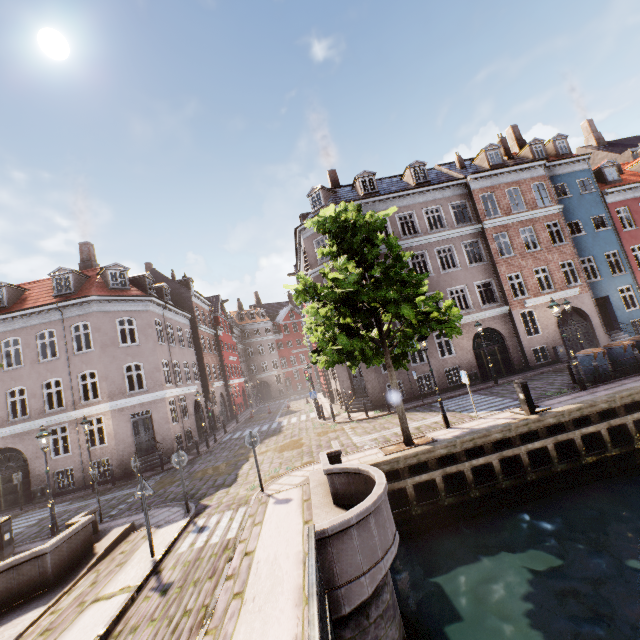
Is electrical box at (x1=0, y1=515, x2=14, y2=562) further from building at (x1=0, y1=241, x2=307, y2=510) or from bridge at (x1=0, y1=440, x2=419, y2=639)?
building at (x1=0, y1=241, x2=307, y2=510)

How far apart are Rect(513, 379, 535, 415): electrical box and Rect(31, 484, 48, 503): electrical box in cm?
2408

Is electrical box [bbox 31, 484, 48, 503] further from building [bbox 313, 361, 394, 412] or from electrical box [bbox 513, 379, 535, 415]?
electrical box [bbox 513, 379, 535, 415]

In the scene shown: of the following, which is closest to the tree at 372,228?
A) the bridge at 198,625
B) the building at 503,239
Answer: the bridge at 198,625

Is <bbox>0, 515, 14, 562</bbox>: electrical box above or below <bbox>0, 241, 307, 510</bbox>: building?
below

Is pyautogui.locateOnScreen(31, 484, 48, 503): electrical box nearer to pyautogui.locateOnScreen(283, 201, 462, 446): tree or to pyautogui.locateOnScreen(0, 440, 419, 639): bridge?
pyautogui.locateOnScreen(283, 201, 462, 446): tree

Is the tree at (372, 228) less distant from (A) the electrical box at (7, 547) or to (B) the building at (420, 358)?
(A) the electrical box at (7, 547)

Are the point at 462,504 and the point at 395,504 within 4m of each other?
yes
